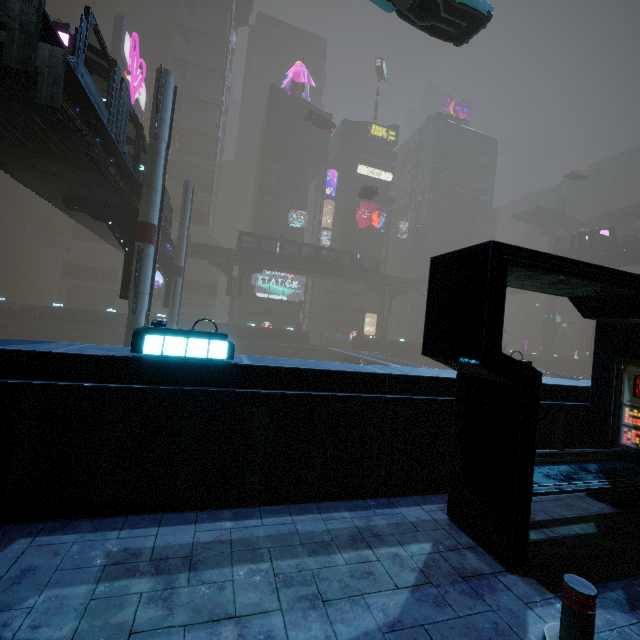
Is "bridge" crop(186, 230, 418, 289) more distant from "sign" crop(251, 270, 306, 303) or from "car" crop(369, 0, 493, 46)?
"car" crop(369, 0, 493, 46)

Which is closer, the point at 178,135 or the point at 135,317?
the point at 135,317

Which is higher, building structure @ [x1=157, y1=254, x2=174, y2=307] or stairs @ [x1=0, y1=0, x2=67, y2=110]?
stairs @ [x1=0, y1=0, x2=67, y2=110]

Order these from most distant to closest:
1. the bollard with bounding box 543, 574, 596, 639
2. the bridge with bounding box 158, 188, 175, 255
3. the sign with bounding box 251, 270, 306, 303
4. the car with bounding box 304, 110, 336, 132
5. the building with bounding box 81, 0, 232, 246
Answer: the sign with bounding box 251, 270, 306, 303 → the building with bounding box 81, 0, 232, 246 → the car with bounding box 304, 110, 336, 132 → the bridge with bounding box 158, 188, 175, 255 → the bollard with bounding box 543, 574, 596, 639

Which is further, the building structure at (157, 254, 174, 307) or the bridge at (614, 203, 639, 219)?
the bridge at (614, 203, 639, 219)

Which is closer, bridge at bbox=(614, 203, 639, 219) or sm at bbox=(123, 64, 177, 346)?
sm at bbox=(123, 64, 177, 346)

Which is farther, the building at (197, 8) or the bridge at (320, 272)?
the building at (197, 8)

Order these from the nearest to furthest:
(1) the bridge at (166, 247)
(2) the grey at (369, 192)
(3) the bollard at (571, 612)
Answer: (3) the bollard at (571, 612) → (1) the bridge at (166, 247) → (2) the grey at (369, 192)
